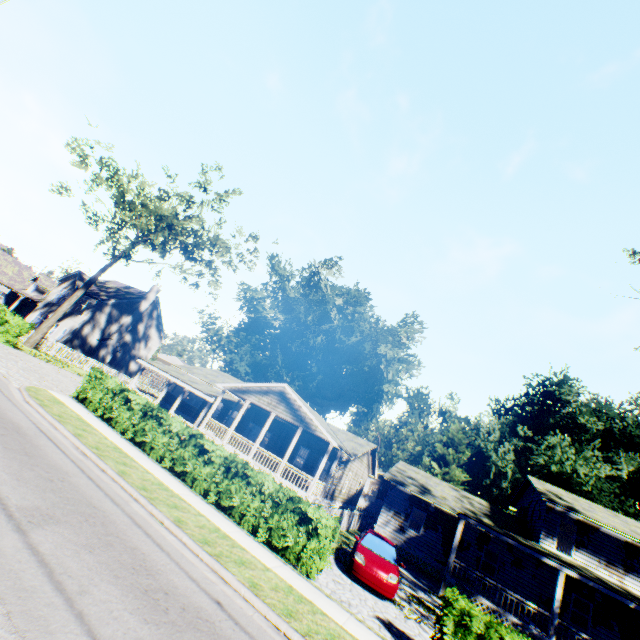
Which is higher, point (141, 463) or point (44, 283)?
point (44, 283)

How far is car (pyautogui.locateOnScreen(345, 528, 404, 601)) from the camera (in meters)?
11.66

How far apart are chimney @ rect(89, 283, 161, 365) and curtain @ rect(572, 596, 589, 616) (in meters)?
46.51

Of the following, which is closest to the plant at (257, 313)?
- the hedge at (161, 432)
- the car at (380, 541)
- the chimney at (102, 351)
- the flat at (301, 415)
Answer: the flat at (301, 415)

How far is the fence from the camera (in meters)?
18.66

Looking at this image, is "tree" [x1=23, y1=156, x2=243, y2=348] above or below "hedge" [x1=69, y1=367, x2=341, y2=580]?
above

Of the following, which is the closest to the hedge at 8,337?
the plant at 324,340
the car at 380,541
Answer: the car at 380,541
